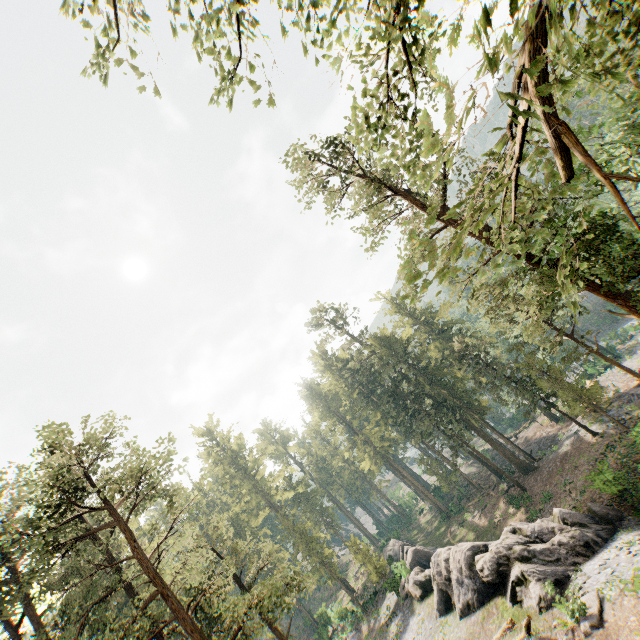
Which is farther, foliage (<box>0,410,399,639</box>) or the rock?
the rock

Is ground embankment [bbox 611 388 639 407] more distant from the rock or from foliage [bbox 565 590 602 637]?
the rock

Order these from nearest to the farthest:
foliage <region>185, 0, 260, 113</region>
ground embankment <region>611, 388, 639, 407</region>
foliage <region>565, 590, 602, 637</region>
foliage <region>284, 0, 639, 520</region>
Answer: foliage <region>284, 0, 639, 520</region> < foliage <region>185, 0, 260, 113</region> < foliage <region>565, 590, 602, 637</region> < ground embankment <region>611, 388, 639, 407</region>

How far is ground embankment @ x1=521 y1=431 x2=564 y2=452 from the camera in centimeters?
3976cm

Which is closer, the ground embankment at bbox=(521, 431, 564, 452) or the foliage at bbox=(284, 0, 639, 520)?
the foliage at bbox=(284, 0, 639, 520)

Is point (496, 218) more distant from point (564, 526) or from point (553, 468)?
point (553, 468)

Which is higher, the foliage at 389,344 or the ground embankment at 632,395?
the foliage at 389,344
